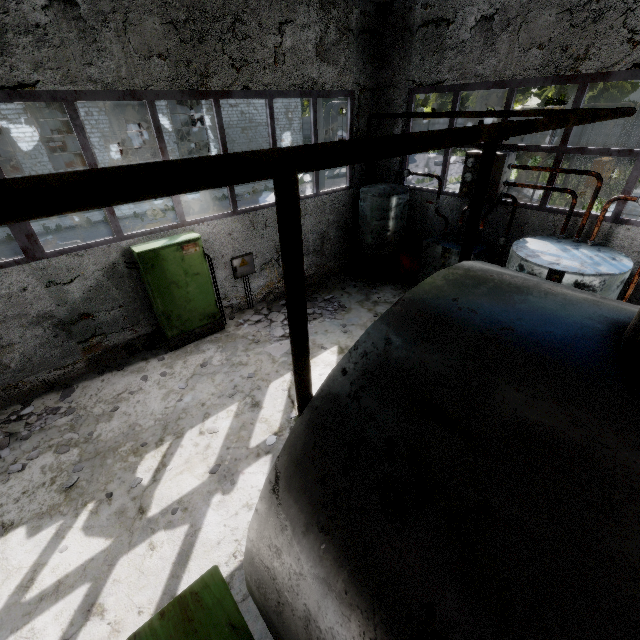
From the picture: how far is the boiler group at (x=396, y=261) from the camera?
8.55m

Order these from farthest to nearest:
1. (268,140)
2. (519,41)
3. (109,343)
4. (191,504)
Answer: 1. (268,140)
2. (109,343)
3. (519,41)
4. (191,504)

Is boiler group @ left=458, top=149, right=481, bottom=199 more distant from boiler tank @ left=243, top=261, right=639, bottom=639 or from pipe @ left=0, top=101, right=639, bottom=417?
pipe @ left=0, top=101, right=639, bottom=417

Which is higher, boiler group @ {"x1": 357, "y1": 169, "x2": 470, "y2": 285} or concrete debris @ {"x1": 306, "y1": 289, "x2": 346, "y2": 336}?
boiler group @ {"x1": 357, "y1": 169, "x2": 470, "y2": 285}

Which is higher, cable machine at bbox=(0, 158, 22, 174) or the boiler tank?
the boiler tank

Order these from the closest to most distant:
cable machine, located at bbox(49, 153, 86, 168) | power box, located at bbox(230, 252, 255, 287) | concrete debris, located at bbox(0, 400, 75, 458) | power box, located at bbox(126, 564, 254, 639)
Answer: power box, located at bbox(126, 564, 254, 639), concrete debris, located at bbox(0, 400, 75, 458), power box, located at bbox(230, 252, 255, 287), cable machine, located at bbox(49, 153, 86, 168)

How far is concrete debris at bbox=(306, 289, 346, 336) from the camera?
8.54m

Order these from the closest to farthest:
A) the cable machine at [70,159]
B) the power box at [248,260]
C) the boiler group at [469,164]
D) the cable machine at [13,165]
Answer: the boiler group at [469,164]
the power box at [248,260]
the cable machine at [13,165]
the cable machine at [70,159]
